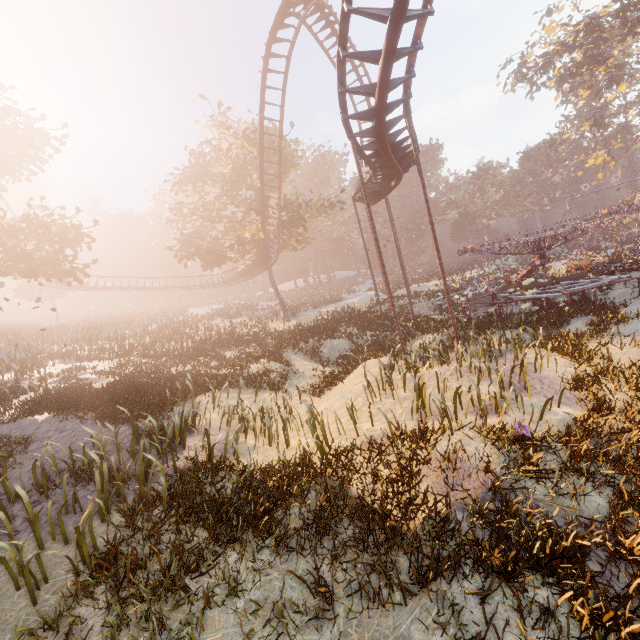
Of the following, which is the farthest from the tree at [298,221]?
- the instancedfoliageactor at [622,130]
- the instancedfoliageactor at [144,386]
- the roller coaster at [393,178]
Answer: → the instancedfoliageactor at [622,130]

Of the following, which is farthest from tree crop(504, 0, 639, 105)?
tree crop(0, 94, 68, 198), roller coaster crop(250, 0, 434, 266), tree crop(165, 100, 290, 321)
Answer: tree crop(0, 94, 68, 198)

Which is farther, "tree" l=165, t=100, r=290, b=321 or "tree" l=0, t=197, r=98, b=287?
"tree" l=165, t=100, r=290, b=321

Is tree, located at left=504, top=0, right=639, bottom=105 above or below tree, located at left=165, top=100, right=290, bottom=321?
above

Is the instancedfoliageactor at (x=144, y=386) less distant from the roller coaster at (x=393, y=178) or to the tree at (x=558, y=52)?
the roller coaster at (x=393, y=178)

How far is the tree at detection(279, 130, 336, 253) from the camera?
28.50m

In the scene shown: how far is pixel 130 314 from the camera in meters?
45.9 m
